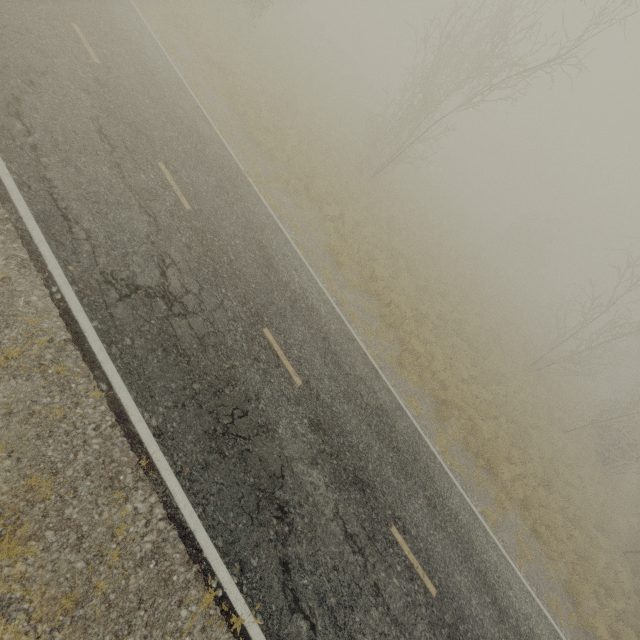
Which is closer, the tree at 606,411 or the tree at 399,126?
the tree at 399,126

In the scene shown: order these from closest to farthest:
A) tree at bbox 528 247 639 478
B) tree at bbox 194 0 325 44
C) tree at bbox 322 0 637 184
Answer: tree at bbox 322 0 637 184 → tree at bbox 194 0 325 44 → tree at bbox 528 247 639 478

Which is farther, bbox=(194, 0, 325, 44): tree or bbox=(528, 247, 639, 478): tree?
bbox=(528, 247, 639, 478): tree

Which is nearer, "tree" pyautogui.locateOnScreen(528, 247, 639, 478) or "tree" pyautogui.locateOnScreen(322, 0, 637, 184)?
"tree" pyautogui.locateOnScreen(322, 0, 637, 184)

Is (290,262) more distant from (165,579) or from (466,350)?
(466,350)

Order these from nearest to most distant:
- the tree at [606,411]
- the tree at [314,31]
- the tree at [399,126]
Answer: the tree at [399,126], the tree at [314,31], the tree at [606,411]
